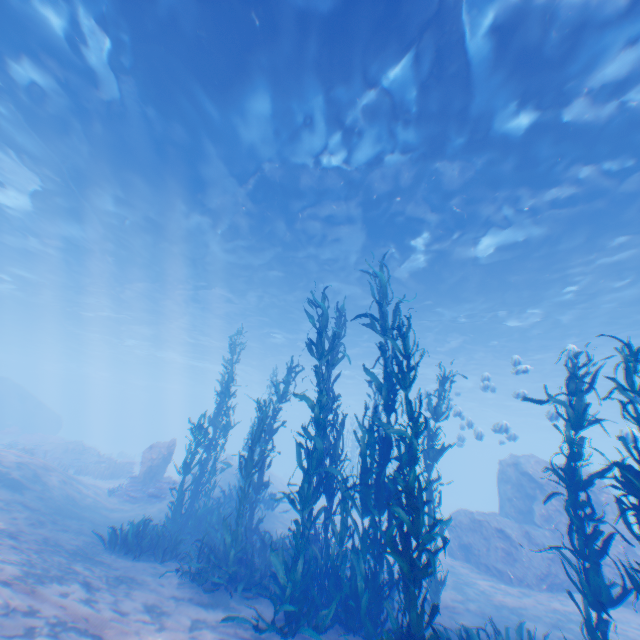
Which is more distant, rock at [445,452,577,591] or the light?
rock at [445,452,577,591]

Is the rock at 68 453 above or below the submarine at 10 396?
below

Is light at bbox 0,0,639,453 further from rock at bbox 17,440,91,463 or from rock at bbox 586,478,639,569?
rock at bbox 17,440,91,463

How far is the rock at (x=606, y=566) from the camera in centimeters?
1084cm

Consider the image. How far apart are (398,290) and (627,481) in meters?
14.8

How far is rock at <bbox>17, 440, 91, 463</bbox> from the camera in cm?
2308

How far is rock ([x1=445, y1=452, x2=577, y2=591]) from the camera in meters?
11.4
